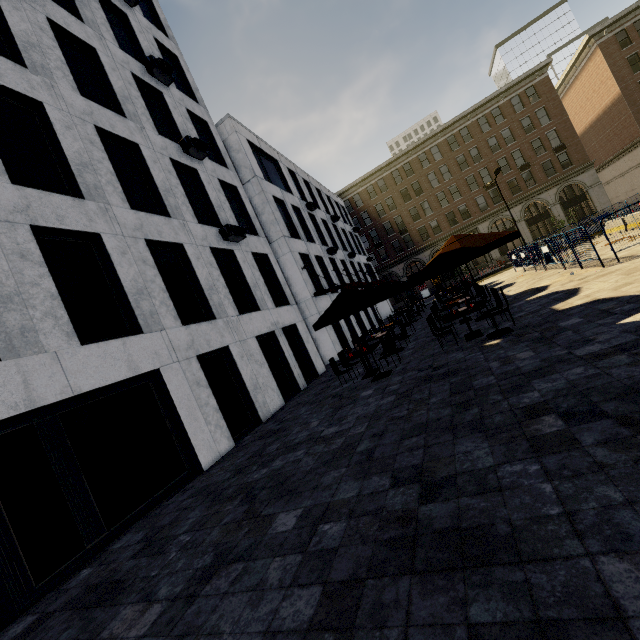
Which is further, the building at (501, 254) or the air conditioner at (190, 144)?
the building at (501, 254)

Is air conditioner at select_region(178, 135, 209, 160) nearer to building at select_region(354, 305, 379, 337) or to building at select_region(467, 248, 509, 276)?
building at select_region(354, 305, 379, 337)

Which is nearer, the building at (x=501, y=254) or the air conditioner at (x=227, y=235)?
the air conditioner at (x=227, y=235)

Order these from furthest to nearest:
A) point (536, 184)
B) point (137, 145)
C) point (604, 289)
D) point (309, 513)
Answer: point (536, 184)
point (137, 145)
point (604, 289)
point (309, 513)

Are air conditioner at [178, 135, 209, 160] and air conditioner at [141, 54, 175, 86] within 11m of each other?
yes

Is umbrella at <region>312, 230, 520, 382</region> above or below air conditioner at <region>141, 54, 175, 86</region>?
below

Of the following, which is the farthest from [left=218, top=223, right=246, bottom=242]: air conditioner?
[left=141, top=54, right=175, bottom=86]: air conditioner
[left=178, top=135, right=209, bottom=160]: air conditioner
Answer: [left=141, top=54, right=175, bottom=86]: air conditioner

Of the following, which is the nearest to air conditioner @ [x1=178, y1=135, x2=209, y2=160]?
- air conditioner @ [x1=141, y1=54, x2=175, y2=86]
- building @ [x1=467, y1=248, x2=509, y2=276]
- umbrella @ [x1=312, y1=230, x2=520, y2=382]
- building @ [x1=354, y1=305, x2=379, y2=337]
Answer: air conditioner @ [x1=141, y1=54, x2=175, y2=86]
